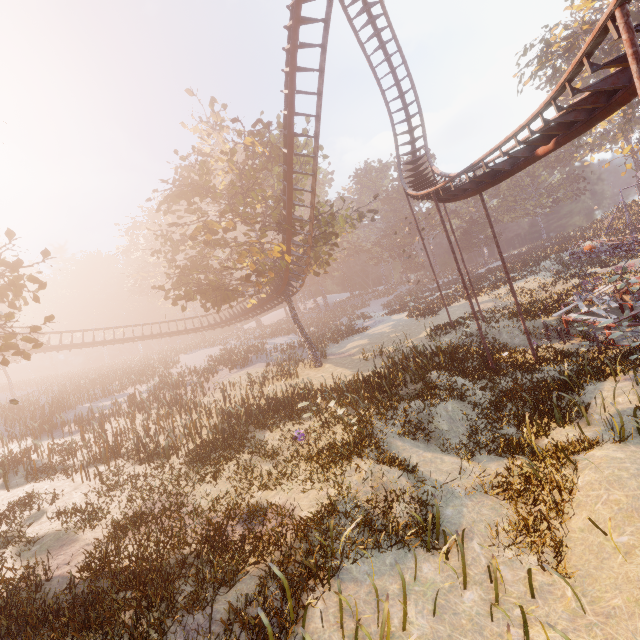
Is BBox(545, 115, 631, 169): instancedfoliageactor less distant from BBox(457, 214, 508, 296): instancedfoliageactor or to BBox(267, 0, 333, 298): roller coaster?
BBox(457, 214, 508, 296): instancedfoliageactor

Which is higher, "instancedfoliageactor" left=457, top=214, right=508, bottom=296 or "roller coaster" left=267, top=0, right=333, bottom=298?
"roller coaster" left=267, top=0, right=333, bottom=298

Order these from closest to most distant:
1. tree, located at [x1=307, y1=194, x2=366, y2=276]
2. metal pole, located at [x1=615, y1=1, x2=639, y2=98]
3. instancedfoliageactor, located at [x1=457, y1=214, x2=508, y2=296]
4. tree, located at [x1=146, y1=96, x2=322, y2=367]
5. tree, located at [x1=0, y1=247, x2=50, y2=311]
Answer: metal pole, located at [x1=615, y1=1, x2=639, y2=98] < tree, located at [x1=0, y1=247, x2=50, y2=311] < tree, located at [x1=146, y1=96, x2=322, y2=367] < tree, located at [x1=307, y1=194, x2=366, y2=276] < instancedfoliageactor, located at [x1=457, y1=214, x2=508, y2=296]

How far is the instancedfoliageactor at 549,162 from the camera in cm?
4841

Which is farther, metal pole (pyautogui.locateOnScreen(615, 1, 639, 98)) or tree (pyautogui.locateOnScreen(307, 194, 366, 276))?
tree (pyautogui.locateOnScreen(307, 194, 366, 276))

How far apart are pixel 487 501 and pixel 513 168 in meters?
11.5

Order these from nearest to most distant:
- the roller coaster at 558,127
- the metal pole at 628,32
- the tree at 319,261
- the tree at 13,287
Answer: the metal pole at 628,32, the roller coaster at 558,127, the tree at 13,287, the tree at 319,261

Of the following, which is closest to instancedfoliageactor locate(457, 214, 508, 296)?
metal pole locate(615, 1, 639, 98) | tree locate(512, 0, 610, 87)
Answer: tree locate(512, 0, 610, 87)
